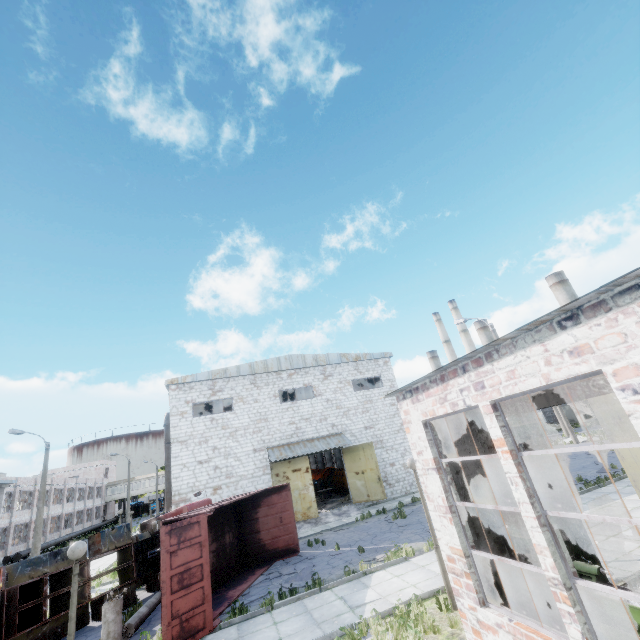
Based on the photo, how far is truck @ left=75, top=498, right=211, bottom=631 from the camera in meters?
12.3 m

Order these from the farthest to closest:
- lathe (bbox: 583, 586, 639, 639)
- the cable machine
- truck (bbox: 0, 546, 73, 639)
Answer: the cable machine < truck (bbox: 0, 546, 73, 639) < lathe (bbox: 583, 586, 639, 639)

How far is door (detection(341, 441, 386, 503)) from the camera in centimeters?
2281cm

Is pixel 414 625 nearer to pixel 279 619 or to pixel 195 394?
pixel 279 619

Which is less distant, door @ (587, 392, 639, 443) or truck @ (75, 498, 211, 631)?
door @ (587, 392, 639, 443)

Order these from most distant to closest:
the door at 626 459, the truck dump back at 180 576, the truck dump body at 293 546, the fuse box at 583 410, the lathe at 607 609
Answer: the fuse box at 583 410 → the truck dump body at 293 546 → the door at 626 459 → the truck dump back at 180 576 → the lathe at 607 609

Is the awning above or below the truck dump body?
above

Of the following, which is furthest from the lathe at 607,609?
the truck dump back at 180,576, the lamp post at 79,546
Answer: the truck dump back at 180,576
